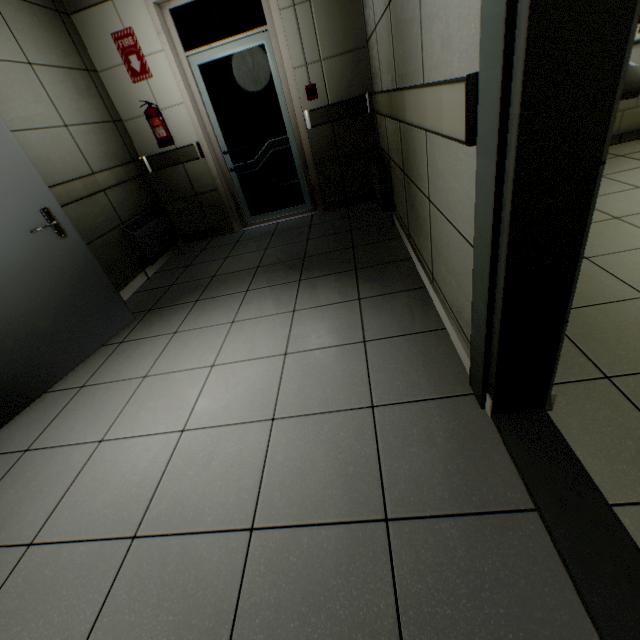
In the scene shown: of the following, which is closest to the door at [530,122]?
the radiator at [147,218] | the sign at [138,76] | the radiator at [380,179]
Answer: the radiator at [380,179]

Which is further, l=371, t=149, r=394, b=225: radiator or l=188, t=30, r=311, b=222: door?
l=188, t=30, r=311, b=222: door

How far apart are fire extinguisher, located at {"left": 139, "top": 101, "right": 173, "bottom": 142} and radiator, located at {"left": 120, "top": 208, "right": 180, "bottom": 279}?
0.8m

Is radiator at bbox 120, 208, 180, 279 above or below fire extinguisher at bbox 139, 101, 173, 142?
below

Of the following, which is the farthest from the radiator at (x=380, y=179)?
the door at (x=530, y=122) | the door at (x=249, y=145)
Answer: the door at (x=530, y=122)

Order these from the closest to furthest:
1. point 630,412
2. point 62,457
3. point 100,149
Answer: point 630,412 < point 62,457 < point 100,149

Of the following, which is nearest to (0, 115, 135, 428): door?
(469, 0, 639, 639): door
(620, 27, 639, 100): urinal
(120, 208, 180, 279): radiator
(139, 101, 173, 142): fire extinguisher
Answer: (120, 208, 180, 279): radiator

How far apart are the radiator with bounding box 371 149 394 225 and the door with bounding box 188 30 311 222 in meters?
1.0
